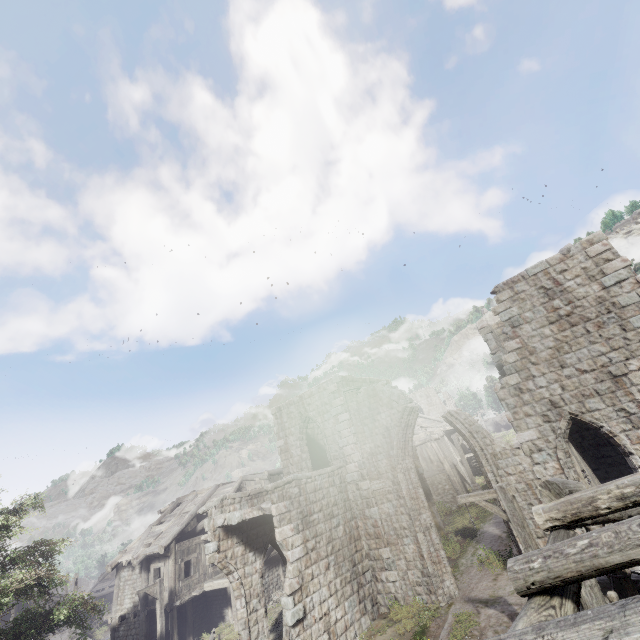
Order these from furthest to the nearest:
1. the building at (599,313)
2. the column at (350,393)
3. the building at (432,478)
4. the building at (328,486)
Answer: the building at (432,478) < the column at (350,393) < the building at (328,486) < the building at (599,313)

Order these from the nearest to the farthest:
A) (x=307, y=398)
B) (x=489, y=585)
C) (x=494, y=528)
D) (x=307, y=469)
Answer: (x=489, y=585) → (x=494, y=528) → (x=307, y=469) → (x=307, y=398)

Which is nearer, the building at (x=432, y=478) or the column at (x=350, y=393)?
the column at (x=350, y=393)

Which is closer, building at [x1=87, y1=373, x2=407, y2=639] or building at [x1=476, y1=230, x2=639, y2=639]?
building at [x1=476, y1=230, x2=639, y2=639]

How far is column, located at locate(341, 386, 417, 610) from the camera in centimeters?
1390cm

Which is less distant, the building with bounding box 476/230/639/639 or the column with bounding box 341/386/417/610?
the building with bounding box 476/230/639/639
